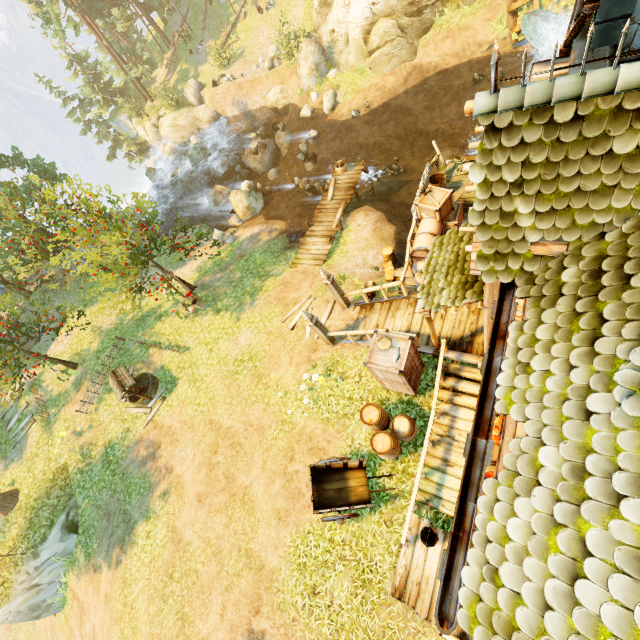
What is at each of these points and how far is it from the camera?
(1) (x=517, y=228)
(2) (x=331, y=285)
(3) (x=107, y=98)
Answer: (1) building, 4.10m
(2) pillar, 11.12m
(3) tree, 38.75m

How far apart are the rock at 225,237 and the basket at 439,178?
12.2m

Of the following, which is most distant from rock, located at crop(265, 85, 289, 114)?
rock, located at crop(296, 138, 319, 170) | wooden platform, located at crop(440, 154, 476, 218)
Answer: wooden platform, located at crop(440, 154, 476, 218)

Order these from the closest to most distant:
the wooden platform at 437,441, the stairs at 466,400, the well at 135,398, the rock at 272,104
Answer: the wooden platform at 437,441 → the stairs at 466,400 → the well at 135,398 → the rock at 272,104

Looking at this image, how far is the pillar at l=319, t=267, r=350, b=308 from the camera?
10.9 meters

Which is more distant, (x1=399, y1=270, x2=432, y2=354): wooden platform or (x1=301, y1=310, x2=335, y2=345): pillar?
(x1=301, y1=310, x2=335, y2=345): pillar

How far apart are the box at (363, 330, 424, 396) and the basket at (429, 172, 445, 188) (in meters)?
5.43

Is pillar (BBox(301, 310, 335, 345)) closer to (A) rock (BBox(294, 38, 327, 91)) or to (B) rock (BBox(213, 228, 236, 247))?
(B) rock (BBox(213, 228, 236, 247))
